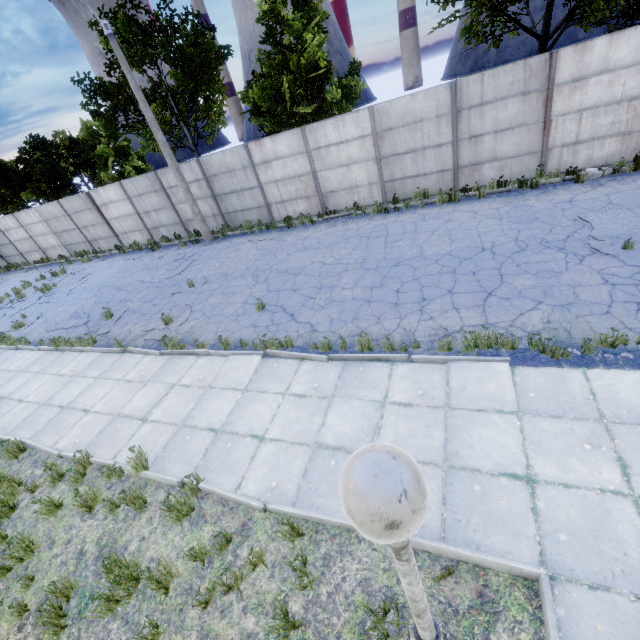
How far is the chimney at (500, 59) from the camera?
56.5 meters

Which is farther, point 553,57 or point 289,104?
point 289,104

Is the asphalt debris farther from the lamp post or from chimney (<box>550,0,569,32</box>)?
chimney (<box>550,0,569,32</box>)

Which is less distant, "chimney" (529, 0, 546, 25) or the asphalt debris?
the asphalt debris

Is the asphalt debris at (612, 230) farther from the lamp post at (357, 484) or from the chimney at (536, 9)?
the chimney at (536, 9)

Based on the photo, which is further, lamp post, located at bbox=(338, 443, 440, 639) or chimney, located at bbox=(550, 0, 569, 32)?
chimney, located at bbox=(550, 0, 569, 32)

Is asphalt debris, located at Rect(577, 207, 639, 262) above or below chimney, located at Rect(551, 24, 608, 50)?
below

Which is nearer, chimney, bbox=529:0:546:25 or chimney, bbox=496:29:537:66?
chimney, bbox=529:0:546:25
